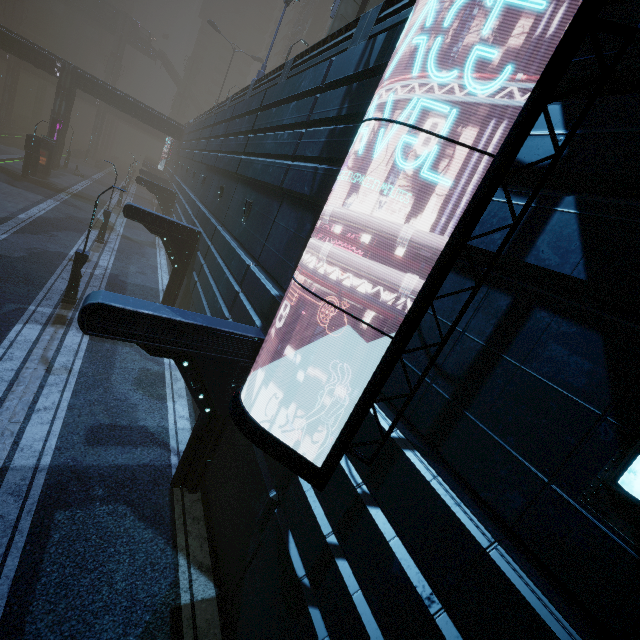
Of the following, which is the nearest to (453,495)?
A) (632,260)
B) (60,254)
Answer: (632,260)

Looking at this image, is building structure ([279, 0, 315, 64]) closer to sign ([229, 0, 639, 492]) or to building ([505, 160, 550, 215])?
building ([505, 160, 550, 215])

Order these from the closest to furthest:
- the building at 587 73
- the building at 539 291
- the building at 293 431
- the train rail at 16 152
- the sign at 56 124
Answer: the building at 539 291 → the building at 587 73 → the building at 293 431 → the sign at 56 124 → the train rail at 16 152

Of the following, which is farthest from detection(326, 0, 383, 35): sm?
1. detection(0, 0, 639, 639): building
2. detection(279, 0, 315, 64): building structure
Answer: detection(279, 0, 315, 64): building structure

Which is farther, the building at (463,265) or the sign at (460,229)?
the building at (463,265)

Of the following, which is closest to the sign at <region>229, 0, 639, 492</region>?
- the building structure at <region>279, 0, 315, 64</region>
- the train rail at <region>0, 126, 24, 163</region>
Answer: the train rail at <region>0, 126, 24, 163</region>

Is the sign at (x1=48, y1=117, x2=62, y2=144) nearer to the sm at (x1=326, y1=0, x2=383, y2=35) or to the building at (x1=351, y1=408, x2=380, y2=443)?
the building at (x1=351, y1=408, x2=380, y2=443)

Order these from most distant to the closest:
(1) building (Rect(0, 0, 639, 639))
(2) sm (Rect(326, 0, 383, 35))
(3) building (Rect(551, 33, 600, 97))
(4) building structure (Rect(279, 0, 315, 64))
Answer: (4) building structure (Rect(279, 0, 315, 64)), (2) sm (Rect(326, 0, 383, 35)), (3) building (Rect(551, 33, 600, 97)), (1) building (Rect(0, 0, 639, 639))
